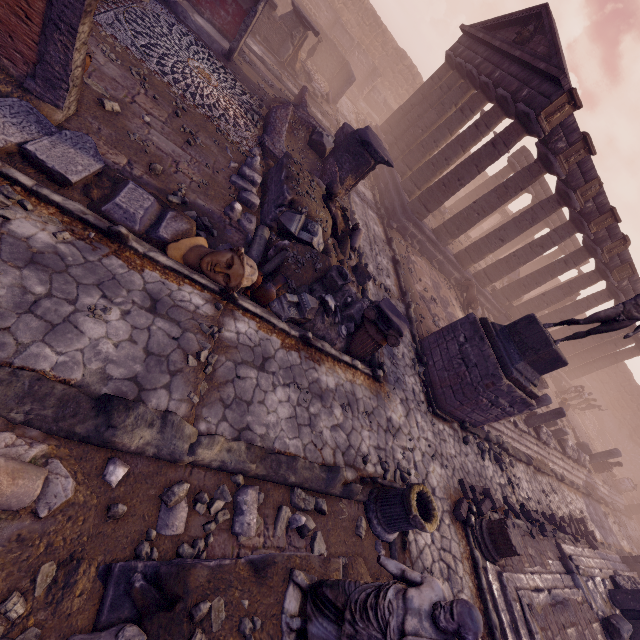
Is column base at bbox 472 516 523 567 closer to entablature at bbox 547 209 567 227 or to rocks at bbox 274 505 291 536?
rocks at bbox 274 505 291 536

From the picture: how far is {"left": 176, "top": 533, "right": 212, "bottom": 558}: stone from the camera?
3.2 meters

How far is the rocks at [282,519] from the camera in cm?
417

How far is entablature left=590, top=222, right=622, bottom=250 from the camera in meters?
15.6 m

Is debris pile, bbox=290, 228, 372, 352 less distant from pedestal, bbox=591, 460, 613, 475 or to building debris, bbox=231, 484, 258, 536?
building debris, bbox=231, 484, 258, 536

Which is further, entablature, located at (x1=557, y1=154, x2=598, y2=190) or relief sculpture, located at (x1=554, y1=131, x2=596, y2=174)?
entablature, located at (x1=557, y1=154, x2=598, y2=190)

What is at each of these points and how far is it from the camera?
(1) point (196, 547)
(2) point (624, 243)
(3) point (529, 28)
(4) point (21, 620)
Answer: (1) stone, 3.34m
(2) relief sculpture, 16.11m
(3) relief sculpture, 14.25m
(4) debris pile, 2.36m

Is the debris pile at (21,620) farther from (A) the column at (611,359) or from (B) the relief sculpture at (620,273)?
(A) the column at (611,359)
